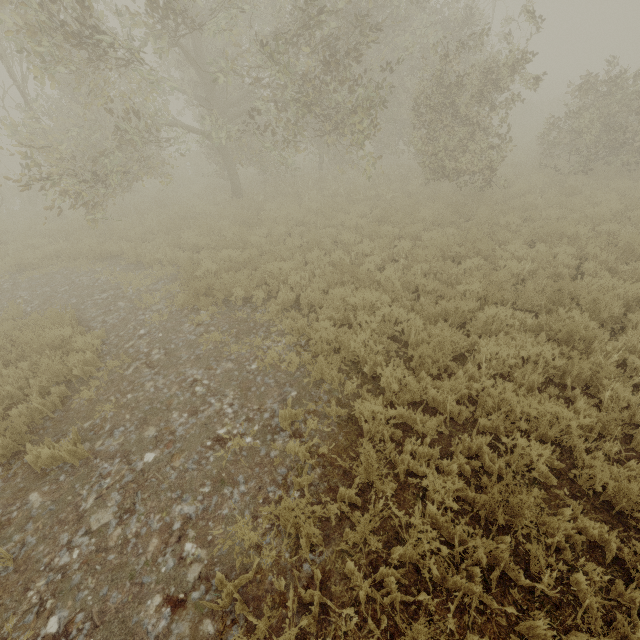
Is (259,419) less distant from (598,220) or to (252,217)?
(252,217)
